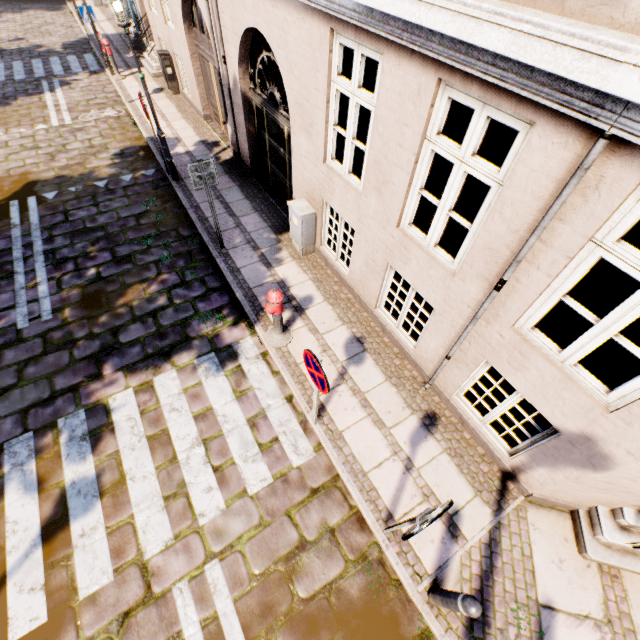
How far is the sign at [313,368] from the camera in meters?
3.3 m

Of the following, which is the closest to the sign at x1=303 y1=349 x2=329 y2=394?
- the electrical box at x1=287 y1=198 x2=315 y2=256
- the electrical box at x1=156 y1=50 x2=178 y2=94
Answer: the electrical box at x1=287 y1=198 x2=315 y2=256

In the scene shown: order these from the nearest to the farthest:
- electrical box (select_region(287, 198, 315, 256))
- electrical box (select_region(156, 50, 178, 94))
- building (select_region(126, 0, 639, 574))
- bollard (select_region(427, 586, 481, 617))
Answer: building (select_region(126, 0, 639, 574)), bollard (select_region(427, 586, 481, 617)), electrical box (select_region(287, 198, 315, 256)), electrical box (select_region(156, 50, 178, 94))

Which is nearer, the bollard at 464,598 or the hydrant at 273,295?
the bollard at 464,598

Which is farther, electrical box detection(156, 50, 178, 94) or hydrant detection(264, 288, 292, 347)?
electrical box detection(156, 50, 178, 94)

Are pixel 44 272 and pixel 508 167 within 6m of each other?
no

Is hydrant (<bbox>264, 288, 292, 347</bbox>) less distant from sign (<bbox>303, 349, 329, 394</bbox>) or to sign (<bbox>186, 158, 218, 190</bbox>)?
sign (<bbox>303, 349, 329, 394</bbox>)

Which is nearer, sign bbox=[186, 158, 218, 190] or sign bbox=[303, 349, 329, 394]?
sign bbox=[303, 349, 329, 394]
